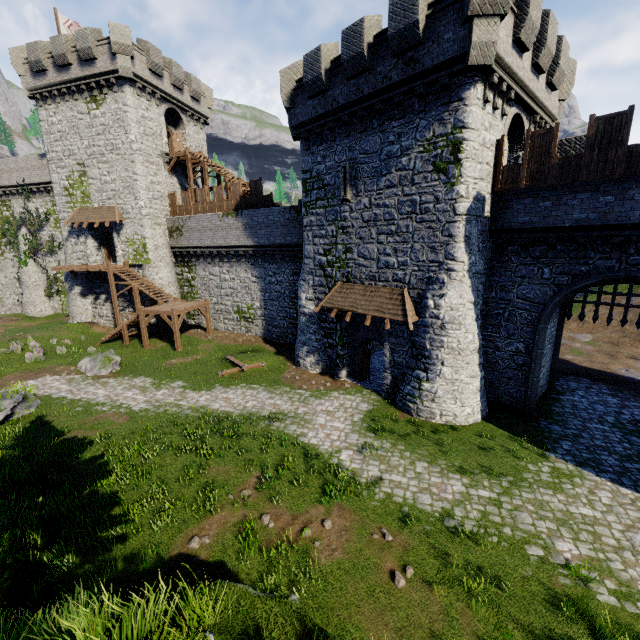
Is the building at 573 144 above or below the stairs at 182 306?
above

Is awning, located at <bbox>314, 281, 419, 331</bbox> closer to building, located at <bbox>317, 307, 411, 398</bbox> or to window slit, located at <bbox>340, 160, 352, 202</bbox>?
building, located at <bbox>317, 307, 411, 398</bbox>

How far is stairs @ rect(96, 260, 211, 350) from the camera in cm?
2367

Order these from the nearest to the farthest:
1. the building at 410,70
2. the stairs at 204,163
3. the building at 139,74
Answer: the building at 410,70
the building at 139,74
the stairs at 204,163

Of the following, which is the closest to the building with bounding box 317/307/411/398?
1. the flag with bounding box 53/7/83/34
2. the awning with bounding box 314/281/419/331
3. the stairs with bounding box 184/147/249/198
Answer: the awning with bounding box 314/281/419/331

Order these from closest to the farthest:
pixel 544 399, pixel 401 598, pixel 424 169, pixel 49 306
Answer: pixel 401 598 < pixel 424 169 < pixel 544 399 < pixel 49 306

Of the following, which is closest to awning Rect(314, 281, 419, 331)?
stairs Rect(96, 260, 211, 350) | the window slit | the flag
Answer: the window slit

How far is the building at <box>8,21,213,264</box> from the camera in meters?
24.4
